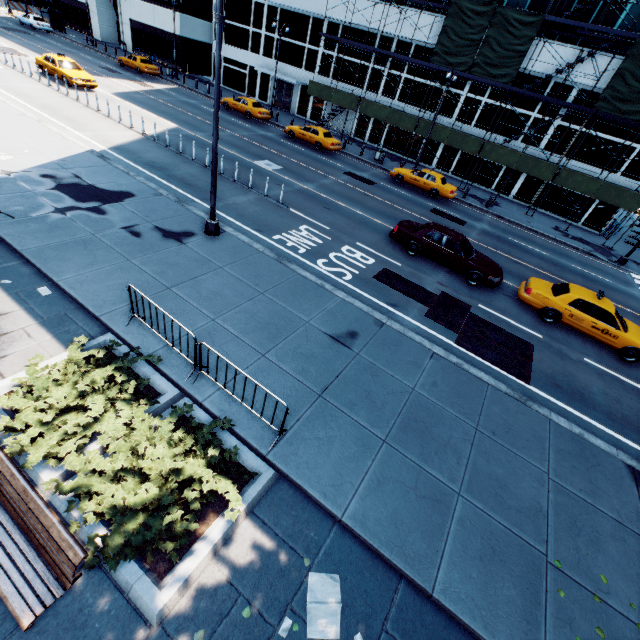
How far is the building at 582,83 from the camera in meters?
24.2

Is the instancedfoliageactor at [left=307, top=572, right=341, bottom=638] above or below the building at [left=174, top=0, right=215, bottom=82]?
below

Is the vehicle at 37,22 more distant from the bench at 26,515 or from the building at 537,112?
the bench at 26,515

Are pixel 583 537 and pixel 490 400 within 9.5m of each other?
yes

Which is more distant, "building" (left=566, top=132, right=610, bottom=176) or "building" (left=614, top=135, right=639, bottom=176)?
"building" (left=566, top=132, right=610, bottom=176)

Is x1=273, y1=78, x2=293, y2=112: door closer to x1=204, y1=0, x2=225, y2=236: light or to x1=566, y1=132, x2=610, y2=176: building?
x1=566, y1=132, x2=610, y2=176: building

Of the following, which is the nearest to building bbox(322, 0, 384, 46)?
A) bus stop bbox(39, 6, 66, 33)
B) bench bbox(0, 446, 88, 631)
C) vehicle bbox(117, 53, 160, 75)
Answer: vehicle bbox(117, 53, 160, 75)

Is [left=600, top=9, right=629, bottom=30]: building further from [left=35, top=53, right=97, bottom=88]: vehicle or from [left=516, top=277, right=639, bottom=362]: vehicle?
[left=516, top=277, right=639, bottom=362]: vehicle
